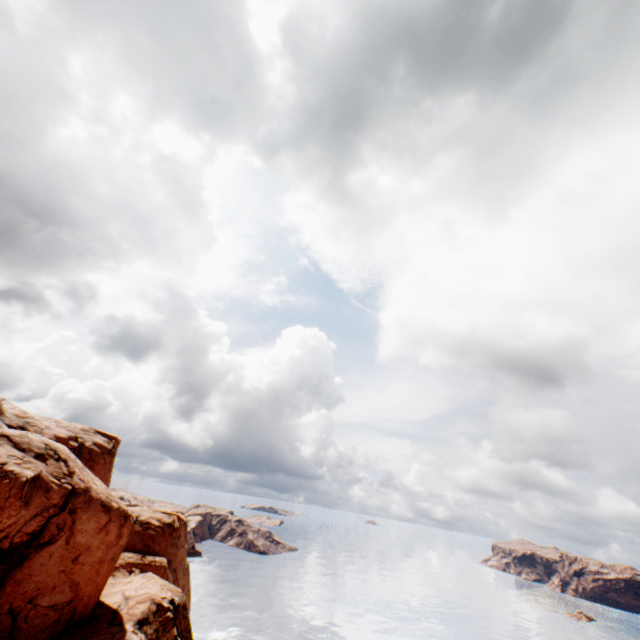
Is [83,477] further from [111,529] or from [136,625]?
[136,625]
